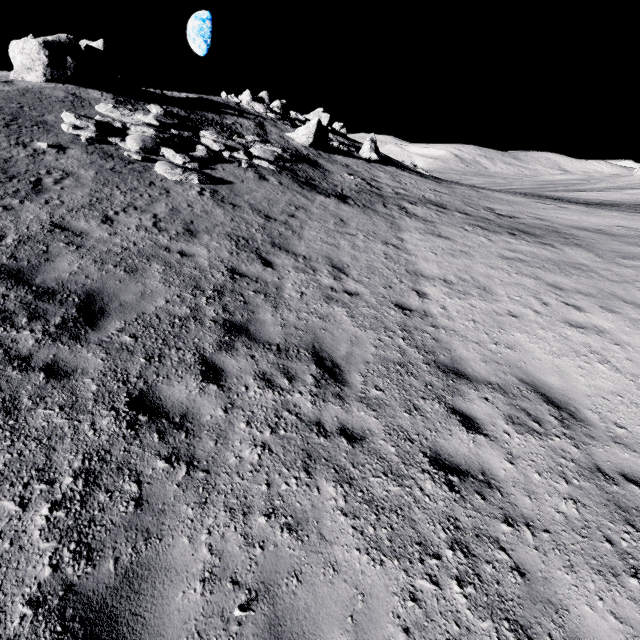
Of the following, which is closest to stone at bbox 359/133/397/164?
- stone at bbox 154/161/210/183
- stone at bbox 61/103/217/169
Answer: stone at bbox 61/103/217/169

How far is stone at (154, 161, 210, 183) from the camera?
11.6m

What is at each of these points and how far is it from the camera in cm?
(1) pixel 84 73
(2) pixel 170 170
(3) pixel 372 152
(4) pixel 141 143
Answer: (1) stone, 1702
(2) stone, 1175
(3) stone, 3127
(4) stone, 1288

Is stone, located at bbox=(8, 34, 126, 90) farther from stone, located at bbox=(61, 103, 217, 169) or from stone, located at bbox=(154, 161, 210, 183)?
stone, located at bbox=(154, 161, 210, 183)

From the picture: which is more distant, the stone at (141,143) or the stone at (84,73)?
the stone at (84,73)

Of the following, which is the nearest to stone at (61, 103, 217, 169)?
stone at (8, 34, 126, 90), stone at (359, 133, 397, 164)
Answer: stone at (8, 34, 126, 90)

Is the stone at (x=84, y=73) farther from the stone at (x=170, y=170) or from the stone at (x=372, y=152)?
the stone at (x=372, y=152)

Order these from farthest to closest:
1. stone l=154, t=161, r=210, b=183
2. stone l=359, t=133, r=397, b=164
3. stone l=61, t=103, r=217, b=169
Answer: stone l=359, t=133, r=397, b=164
stone l=61, t=103, r=217, b=169
stone l=154, t=161, r=210, b=183
